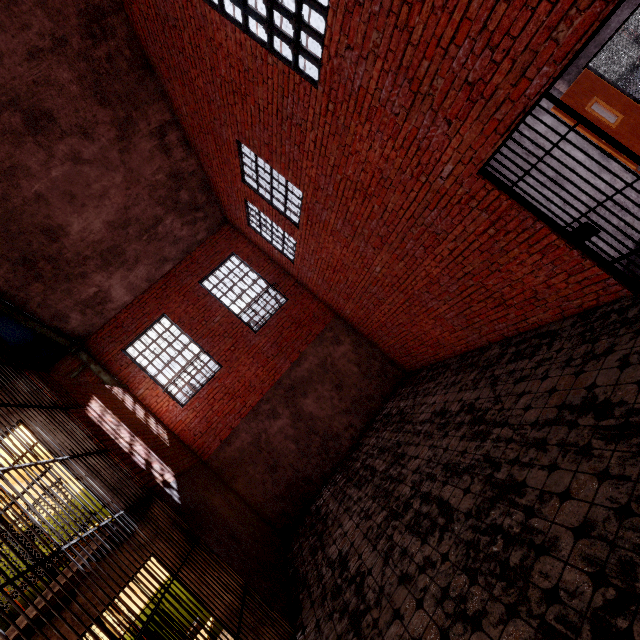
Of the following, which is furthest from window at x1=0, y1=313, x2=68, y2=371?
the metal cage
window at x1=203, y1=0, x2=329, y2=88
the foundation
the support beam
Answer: the metal cage

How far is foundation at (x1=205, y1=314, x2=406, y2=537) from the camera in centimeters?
889cm

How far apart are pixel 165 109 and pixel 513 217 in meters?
8.4

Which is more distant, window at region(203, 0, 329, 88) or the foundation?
the foundation

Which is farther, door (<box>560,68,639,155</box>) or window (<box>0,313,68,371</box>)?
window (<box>0,313,68,371</box>)

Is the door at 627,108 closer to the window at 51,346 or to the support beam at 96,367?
the support beam at 96,367

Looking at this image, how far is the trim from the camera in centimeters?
920cm

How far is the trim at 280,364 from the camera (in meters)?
9.20
